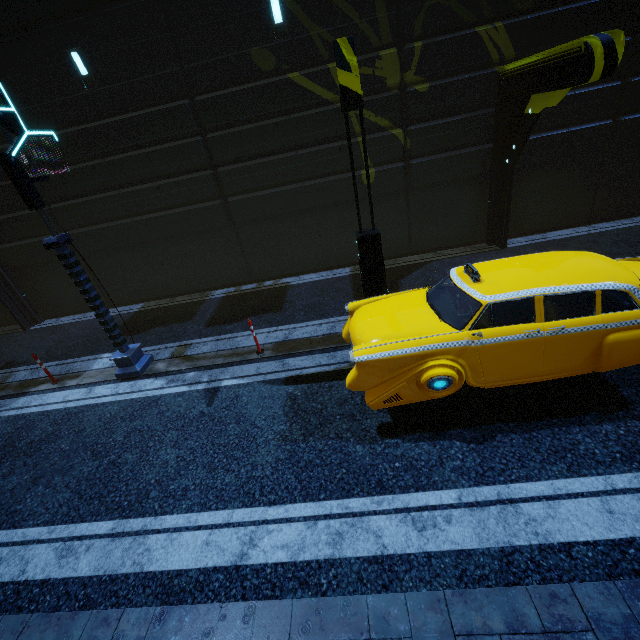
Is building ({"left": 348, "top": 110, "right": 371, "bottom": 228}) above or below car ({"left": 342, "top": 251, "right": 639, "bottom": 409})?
above

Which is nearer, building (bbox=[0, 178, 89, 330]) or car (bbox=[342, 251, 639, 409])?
car (bbox=[342, 251, 639, 409])

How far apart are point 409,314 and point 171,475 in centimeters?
475cm

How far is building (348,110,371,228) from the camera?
9.41m

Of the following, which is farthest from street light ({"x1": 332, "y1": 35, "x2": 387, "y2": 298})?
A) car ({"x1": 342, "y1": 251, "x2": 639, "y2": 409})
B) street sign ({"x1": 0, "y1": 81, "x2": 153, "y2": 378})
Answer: street sign ({"x1": 0, "y1": 81, "x2": 153, "y2": 378})

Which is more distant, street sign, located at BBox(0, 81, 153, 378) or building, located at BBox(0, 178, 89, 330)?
building, located at BBox(0, 178, 89, 330)

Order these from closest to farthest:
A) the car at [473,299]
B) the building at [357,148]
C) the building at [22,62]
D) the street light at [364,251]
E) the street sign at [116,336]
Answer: the car at [473,299] < the street light at [364,251] < the street sign at [116,336] < the building at [22,62] < the building at [357,148]

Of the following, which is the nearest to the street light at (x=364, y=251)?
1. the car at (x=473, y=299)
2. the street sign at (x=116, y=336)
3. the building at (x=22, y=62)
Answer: the car at (x=473, y=299)
